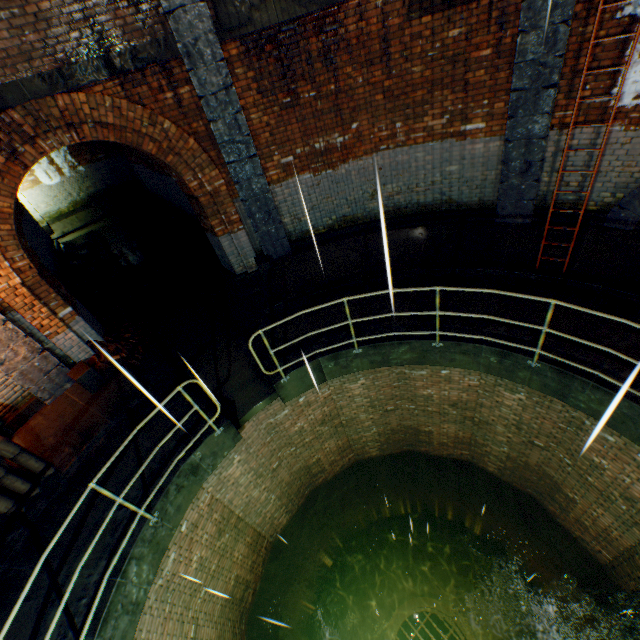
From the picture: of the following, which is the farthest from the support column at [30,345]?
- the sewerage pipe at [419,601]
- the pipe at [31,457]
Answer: the sewerage pipe at [419,601]

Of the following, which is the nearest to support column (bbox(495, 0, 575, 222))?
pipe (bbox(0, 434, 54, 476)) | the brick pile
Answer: pipe (bbox(0, 434, 54, 476))

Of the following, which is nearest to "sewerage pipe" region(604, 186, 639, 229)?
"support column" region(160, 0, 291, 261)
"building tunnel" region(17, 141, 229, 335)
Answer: "support column" region(160, 0, 291, 261)

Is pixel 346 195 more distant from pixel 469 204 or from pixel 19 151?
pixel 19 151

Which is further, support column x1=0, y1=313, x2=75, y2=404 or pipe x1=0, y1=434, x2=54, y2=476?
support column x1=0, y1=313, x2=75, y2=404

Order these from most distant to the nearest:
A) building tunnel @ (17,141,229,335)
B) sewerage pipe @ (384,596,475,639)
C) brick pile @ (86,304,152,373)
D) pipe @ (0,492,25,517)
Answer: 1. sewerage pipe @ (384,596,475,639)
2. building tunnel @ (17,141,229,335)
3. brick pile @ (86,304,152,373)
4. pipe @ (0,492,25,517)

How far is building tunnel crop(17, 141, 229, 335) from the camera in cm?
952

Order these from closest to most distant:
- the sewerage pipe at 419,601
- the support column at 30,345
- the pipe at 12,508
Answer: the pipe at 12,508
the support column at 30,345
the sewerage pipe at 419,601
